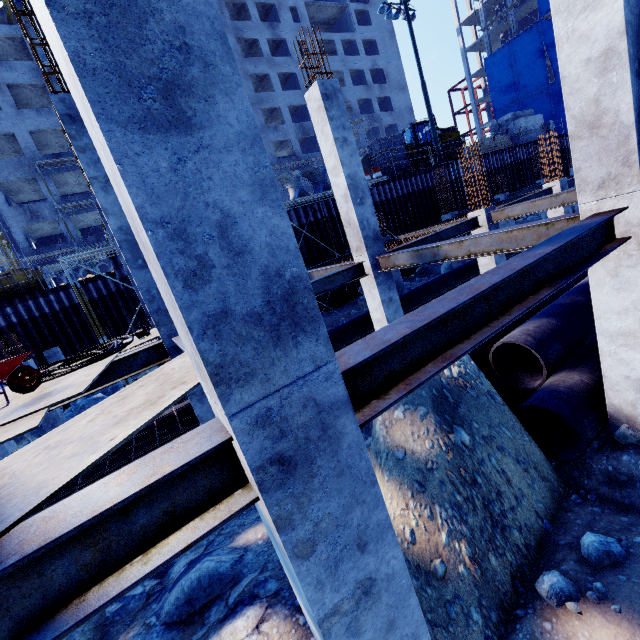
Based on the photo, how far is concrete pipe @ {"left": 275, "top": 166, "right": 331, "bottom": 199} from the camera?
17.8 meters

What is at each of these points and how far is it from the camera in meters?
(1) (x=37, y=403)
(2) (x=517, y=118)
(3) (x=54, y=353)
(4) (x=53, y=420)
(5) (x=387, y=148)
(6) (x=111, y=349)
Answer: (1) plywood, 3.5 m
(2) concrete beam, 29.3 m
(3) concrete column, 16.8 m
(4) concrete column, 12.9 m
(5) wooden box, 21.4 m
(6) hose, 5.5 m

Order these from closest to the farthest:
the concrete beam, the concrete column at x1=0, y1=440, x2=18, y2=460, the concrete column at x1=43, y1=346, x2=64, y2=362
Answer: the concrete column at x1=0, y1=440, x2=18, y2=460, the concrete column at x1=43, y1=346, x2=64, y2=362, the concrete beam

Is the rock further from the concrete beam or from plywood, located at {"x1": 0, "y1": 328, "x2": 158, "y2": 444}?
the concrete beam

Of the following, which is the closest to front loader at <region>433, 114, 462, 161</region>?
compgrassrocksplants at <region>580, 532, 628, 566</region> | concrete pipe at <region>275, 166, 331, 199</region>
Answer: concrete pipe at <region>275, 166, 331, 199</region>

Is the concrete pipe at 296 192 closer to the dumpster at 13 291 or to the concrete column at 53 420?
the concrete column at 53 420

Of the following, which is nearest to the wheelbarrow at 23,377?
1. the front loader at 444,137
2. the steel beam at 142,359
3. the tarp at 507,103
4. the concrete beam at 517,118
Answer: the steel beam at 142,359

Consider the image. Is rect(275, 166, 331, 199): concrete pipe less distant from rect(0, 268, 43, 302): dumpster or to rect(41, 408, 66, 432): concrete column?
rect(41, 408, 66, 432): concrete column
